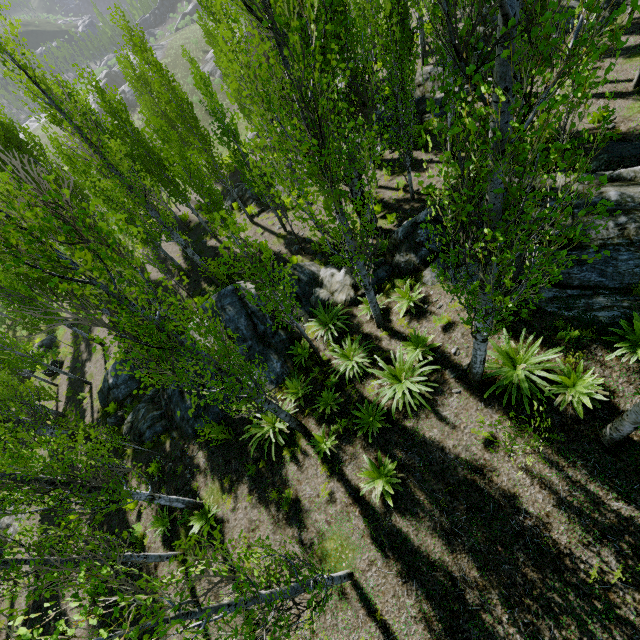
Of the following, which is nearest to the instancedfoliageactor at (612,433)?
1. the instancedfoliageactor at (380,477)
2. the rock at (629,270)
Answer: the rock at (629,270)

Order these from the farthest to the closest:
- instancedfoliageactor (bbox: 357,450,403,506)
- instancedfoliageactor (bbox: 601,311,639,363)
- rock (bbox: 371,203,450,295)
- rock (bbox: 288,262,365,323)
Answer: rock (bbox: 288,262,365,323), rock (bbox: 371,203,450,295), instancedfoliageactor (bbox: 357,450,403,506), instancedfoliageactor (bbox: 601,311,639,363)

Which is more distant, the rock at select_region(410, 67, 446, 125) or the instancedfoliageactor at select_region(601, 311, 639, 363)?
the rock at select_region(410, 67, 446, 125)

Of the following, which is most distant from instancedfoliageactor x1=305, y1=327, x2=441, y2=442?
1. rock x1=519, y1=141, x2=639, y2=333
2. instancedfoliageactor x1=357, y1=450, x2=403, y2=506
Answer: instancedfoliageactor x1=357, y1=450, x2=403, y2=506

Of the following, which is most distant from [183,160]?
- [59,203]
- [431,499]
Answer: [431,499]

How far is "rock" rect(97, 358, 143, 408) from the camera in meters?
16.2 m

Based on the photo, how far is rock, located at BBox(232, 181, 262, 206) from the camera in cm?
2106

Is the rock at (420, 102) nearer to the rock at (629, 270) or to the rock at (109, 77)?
the rock at (109, 77)
